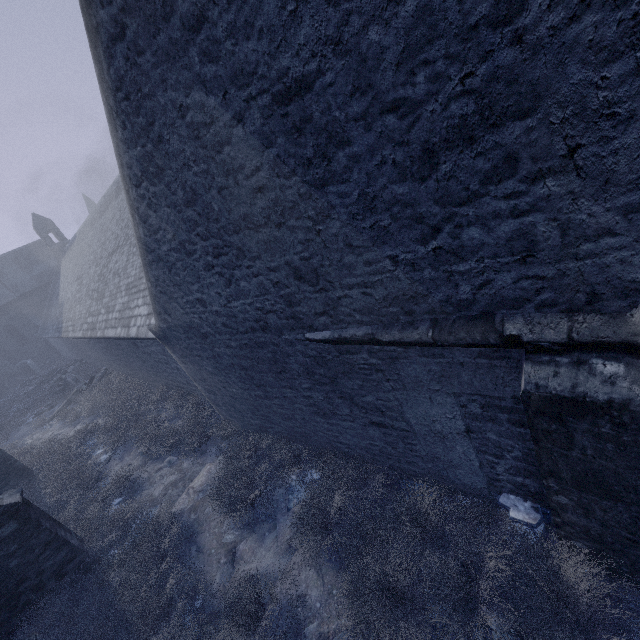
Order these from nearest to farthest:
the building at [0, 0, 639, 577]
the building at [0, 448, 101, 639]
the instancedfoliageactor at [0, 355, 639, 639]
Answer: the building at [0, 0, 639, 577], the instancedfoliageactor at [0, 355, 639, 639], the building at [0, 448, 101, 639]

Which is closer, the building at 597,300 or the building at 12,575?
the building at 597,300

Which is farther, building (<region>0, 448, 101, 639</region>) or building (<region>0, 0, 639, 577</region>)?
building (<region>0, 448, 101, 639</region>)

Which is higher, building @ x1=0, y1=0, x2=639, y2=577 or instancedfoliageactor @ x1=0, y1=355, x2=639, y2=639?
building @ x1=0, y1=0, x2=639, y2=577

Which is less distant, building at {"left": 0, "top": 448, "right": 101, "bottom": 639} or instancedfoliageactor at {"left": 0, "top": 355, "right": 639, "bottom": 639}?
instancedfoliageactor at {"left": 0, "top": 355, "right": 639, "bottom": 639}

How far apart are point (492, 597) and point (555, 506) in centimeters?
120cm

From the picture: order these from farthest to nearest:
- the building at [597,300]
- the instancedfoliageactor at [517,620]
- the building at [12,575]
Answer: the building at [12,575], the instancedfoliageactor at [517,620], the building at [597,300]
